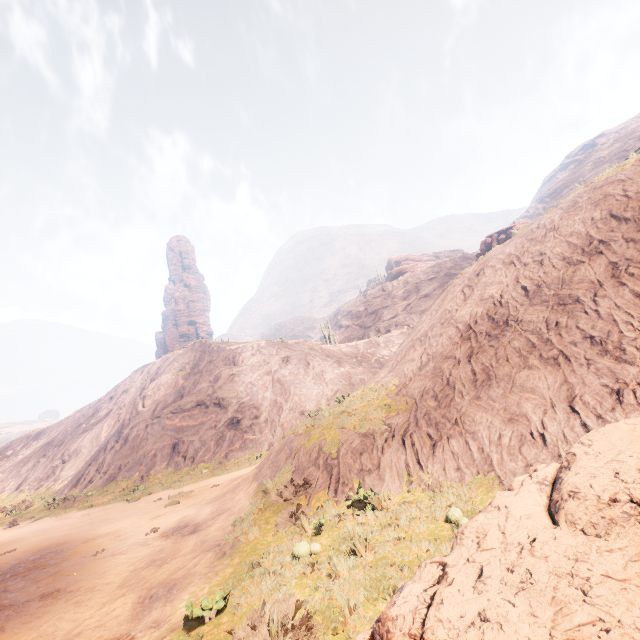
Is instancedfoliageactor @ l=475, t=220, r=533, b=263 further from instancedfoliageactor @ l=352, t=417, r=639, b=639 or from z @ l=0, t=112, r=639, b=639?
instancedfoliageactor @ l=352, t=417, r=639, b=639

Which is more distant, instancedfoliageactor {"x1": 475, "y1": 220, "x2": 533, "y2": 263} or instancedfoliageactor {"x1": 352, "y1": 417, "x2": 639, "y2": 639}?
instancedfoliageactor {"x1": 475, "y1": 220, "x2": 533, "y2": 263}

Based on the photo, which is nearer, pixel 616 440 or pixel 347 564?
pixel 616 440

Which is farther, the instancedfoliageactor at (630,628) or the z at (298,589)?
the z at (298,589)

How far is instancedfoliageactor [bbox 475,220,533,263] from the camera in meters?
15.8

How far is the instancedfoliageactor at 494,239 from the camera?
15.8m

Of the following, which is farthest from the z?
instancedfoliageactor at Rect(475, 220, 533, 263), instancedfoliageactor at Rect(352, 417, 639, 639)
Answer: instancedfoliageactor at Rect(475, 220, 533, 263)
